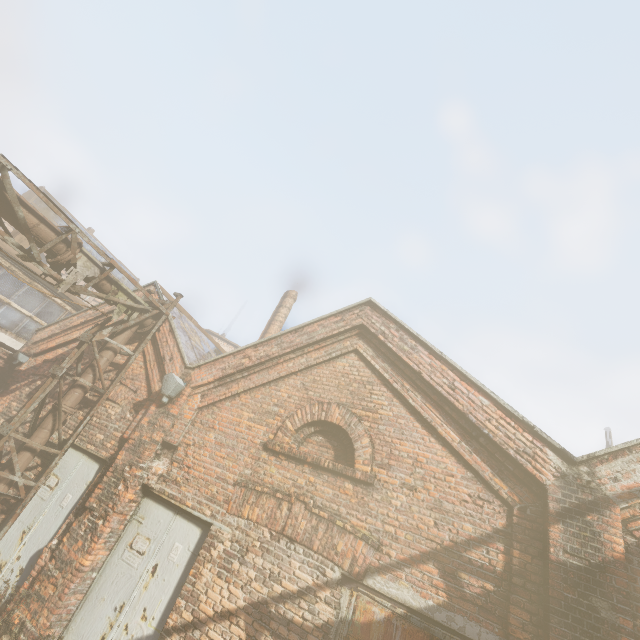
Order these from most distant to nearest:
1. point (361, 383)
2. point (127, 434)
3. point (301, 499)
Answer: point (127, 434), point (361, 383), point (301, 499)

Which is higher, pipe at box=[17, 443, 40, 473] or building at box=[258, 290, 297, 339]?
building at box=[258, 290, 297, 339]

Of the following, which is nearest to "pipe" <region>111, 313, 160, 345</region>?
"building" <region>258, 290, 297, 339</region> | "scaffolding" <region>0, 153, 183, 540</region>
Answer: "scaffolding" <region>0, 153, 183, 540</region>

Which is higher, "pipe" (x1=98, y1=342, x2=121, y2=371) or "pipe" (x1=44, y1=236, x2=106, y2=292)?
"pipe" (x1=44, y1=236, x2=106, y2=292)

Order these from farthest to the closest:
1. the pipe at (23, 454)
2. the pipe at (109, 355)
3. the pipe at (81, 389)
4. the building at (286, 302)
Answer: the building at (286, 302)
the pipe at (109, 355)
the pipe at (81, 389)
the pipe at (23, 454)

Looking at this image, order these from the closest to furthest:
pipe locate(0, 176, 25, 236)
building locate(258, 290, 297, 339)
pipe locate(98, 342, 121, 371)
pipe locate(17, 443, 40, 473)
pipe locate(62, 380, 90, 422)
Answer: pipe locate(0, 176, 25, 236) < pipe locate(17, 443, 40, 473) < pipe locate(62, 380, 90, 422) < pipe locate(98, 342, 121, 371) < building locate(258, 290, 297, 339)

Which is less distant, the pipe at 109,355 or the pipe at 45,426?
the pipe at 45,426
